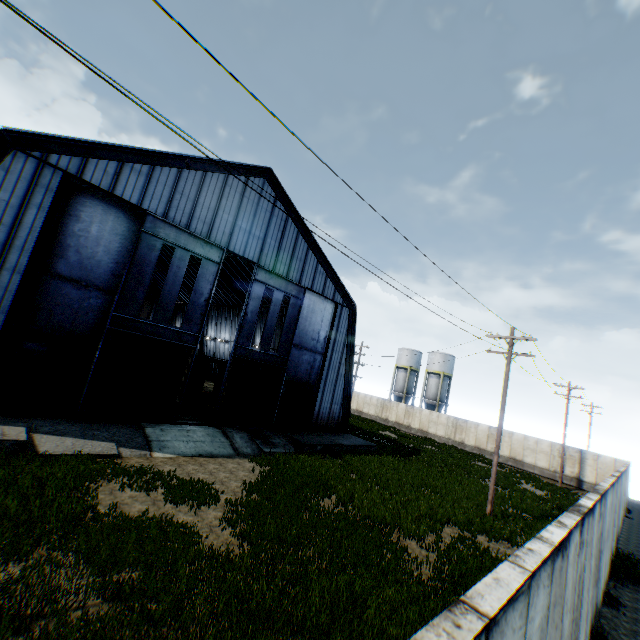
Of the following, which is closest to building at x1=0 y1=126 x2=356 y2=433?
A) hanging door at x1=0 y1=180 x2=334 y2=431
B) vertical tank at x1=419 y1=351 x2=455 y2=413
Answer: hanging door at x1=0 y1=180 x2=334 y2=431

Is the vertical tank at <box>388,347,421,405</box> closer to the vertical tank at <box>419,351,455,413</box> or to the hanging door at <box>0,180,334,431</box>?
the vertical tank at <box>419,351,455,413</box>

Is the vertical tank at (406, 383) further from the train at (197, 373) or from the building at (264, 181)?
the train at (197, 373)

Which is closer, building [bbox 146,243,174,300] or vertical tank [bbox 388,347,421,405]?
building [bbox 146,243,174,300]

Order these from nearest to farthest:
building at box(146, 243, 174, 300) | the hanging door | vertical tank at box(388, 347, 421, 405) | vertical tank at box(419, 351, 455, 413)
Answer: the hanging door → building at box(146, 243, 174, 300) → vertical tank at box(419, 351, 455, 413) → vertical tank at box(388, 347, 421, 405)

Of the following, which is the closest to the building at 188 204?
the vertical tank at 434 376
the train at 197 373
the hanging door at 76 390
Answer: the hanging door at 76 390

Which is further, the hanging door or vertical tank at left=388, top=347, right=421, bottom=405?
vertical tank at left=388, top=347, right=421, bottom=405

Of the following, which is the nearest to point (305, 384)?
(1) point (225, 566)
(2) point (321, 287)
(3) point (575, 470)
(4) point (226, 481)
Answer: (2) point (321, 287)
